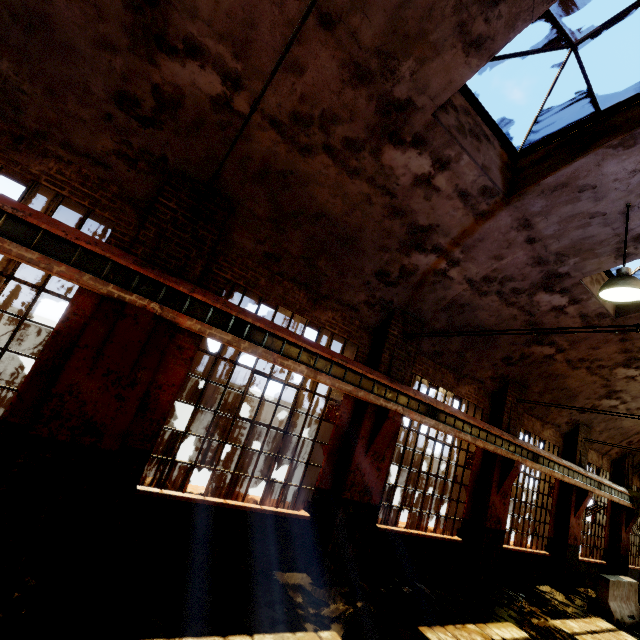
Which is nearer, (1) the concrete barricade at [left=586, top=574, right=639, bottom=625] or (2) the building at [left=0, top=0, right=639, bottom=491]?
(2) the building at [left=0, top=0, right=639, bottom=491]

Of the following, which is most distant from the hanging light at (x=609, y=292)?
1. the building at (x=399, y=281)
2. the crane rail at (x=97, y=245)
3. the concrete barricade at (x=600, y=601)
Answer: the concrete barricade at (x=600, y=601)

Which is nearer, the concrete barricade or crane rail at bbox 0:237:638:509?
crane rail at bbox 0:237:638:509

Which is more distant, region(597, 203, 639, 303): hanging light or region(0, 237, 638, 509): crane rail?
region(597, 203, 639, 303): hanging light

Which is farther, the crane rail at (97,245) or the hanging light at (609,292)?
the hanging light at (609,292)

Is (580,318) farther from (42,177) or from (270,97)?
(42,177)

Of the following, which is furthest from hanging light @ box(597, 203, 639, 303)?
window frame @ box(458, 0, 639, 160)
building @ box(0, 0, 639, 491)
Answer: window frame @ box(458, 0, 639, 160)

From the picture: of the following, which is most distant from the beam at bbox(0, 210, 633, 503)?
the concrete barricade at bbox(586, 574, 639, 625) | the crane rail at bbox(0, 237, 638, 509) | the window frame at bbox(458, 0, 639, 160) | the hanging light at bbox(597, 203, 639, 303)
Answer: the window frame at bbox(458, 0, 639, 160)
